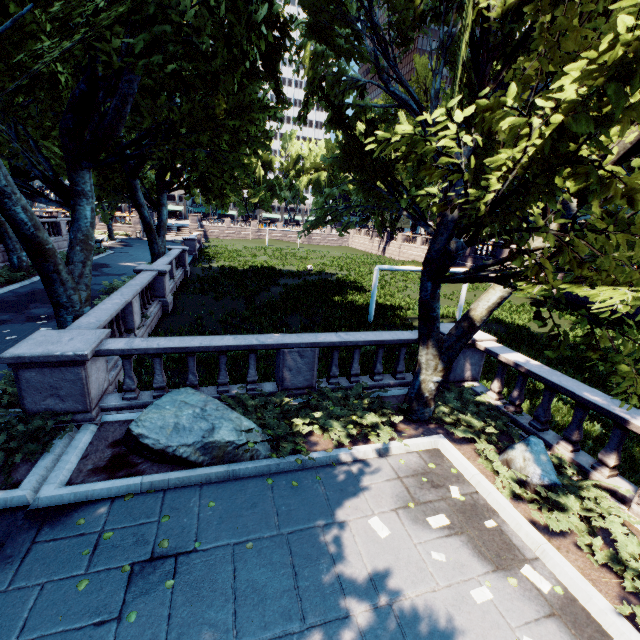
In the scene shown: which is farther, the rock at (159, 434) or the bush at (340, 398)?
the bush at (340, 398)

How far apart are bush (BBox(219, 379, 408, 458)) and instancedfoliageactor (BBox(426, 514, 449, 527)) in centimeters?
206cm

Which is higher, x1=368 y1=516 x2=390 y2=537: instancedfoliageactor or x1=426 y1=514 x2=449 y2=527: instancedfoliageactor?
x1=426 y1=514 x2=449 y2=527: instancedfoliageactor

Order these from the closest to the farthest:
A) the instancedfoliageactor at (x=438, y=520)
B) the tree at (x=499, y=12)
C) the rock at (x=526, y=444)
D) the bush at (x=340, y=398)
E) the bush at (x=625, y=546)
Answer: the tree at (x=499, y=12), the bush at (x=625, y=546), the instancedfoliageactor at (x=438, y=520), the rock at (x=526, y=444), the bush at (x=340, y=398)

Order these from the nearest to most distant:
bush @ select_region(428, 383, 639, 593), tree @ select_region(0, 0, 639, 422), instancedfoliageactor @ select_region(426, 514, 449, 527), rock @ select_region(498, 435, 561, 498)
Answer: tree @ select_region(0, 0, 639, 422) < bush @ select_region(428, 383, 639, 593) < instancedfoliageactor @ select_region(426, 514, 449, 527) < rock @ select_region(498, 435, 561, 498)

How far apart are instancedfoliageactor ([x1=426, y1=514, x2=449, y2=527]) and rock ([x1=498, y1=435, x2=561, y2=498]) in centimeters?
182cm

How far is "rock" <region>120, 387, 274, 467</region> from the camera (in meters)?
6.02

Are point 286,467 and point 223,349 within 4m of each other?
yes
